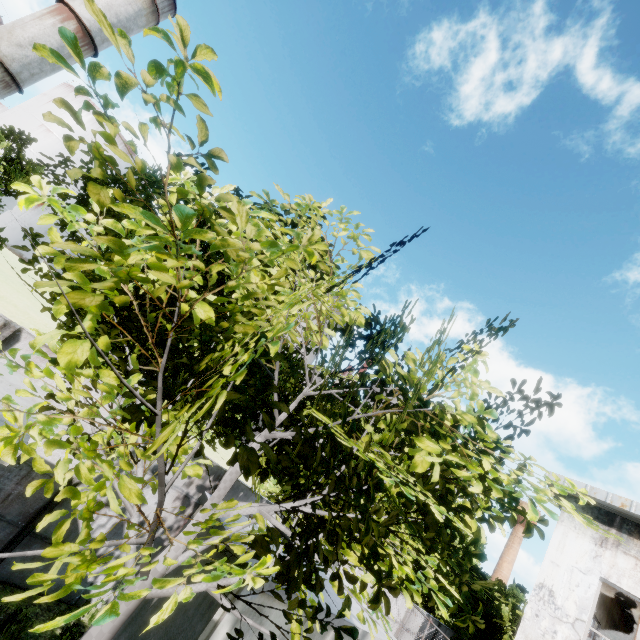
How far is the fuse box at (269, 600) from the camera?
4.94m

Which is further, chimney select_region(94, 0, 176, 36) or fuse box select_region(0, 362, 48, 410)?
chimney select_region(94, 0, 176, 36)

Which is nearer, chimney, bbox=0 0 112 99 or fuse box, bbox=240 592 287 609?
fuse box, bbox=240 592 287 609

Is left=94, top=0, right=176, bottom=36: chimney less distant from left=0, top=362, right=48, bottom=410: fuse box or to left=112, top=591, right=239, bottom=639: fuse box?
left=0, top=362, right=48, bottom=410: fuse box

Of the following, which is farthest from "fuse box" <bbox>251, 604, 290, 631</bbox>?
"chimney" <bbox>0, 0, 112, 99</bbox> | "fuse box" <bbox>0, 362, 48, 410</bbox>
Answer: "chimney" <bbox>0, 0, 112, 99</bbox>

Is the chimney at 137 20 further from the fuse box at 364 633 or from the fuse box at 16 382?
the fuse box at 364 633

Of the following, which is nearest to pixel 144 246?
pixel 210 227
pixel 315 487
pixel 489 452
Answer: pixel 489 452
